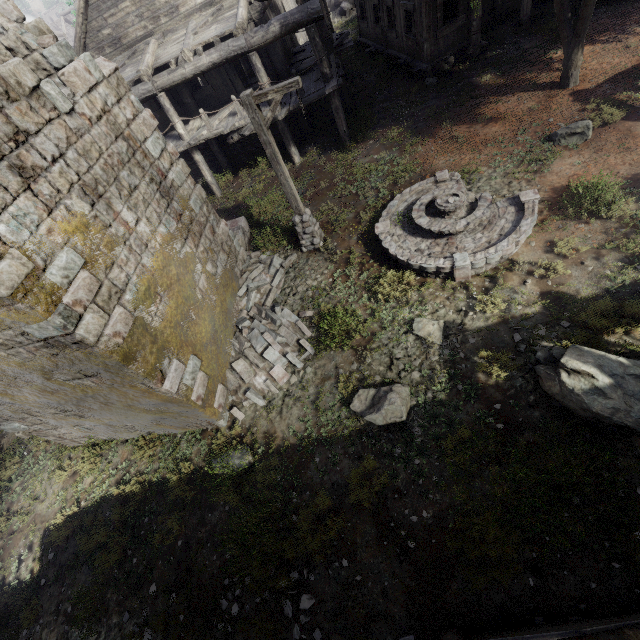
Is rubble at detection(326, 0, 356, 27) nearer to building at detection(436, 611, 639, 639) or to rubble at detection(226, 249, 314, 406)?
building at detection(436, 611, 639, 639)

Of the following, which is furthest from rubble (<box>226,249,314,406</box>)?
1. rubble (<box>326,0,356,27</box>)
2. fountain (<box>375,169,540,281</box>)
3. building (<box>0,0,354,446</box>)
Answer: rubble (<box>326,0,356,27</box>)

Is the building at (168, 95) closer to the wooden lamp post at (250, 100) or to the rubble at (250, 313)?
the rubble at (250, 313)

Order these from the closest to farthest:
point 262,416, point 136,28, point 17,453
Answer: point 262,416
point 17,453
point 136,28

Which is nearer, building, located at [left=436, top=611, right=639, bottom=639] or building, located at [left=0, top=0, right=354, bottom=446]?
building, located at [left=436, top=611, right=639, bottom=639]

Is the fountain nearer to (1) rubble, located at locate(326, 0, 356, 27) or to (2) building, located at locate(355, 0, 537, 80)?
(2) building, located at locate(355, 0, 537, 80)

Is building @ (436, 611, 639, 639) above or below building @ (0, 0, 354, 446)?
below

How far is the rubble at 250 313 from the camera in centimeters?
870cm
